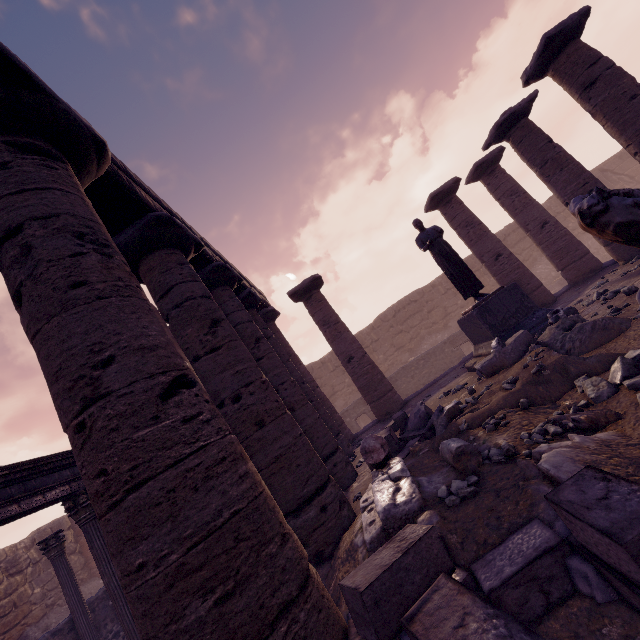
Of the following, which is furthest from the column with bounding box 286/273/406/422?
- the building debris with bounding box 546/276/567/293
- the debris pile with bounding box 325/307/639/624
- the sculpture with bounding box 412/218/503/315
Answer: the building debris with bounding box 546/276/567/293

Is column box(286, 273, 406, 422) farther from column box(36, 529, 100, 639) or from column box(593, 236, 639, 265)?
column box(36, 529, 100, 639)

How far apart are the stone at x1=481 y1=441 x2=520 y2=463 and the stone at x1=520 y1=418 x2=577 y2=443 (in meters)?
0.10

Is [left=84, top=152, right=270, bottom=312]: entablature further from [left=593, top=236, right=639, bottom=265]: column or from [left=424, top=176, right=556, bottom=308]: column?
[left=424, top=176, right=556, bottom=308]: column

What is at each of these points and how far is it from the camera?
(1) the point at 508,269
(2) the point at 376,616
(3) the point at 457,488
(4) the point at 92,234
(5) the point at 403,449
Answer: (1) column, 10.95m
(2) stone blocks, 1.80m
(3) stone, 2.83m
(4) column, 2.78m
(5) stone blocks, 5.37m

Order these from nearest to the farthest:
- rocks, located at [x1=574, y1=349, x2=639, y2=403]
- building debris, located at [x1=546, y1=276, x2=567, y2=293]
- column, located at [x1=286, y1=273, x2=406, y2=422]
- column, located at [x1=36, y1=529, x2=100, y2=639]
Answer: rocks, located at [x1=574, y1=349, x2=639, y2=403] → column, located at [x1=36, y1=529, x2=100, y2=639] → column, located at [x1=286, y1=273, x2=406, y2=422] → building debris, located at [x1=546, y1=276, x2=567, y2=293]

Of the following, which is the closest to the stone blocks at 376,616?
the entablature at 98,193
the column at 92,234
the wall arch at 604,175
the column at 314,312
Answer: the column at 92,234

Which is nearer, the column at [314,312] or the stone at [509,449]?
the stone at [509,449]
